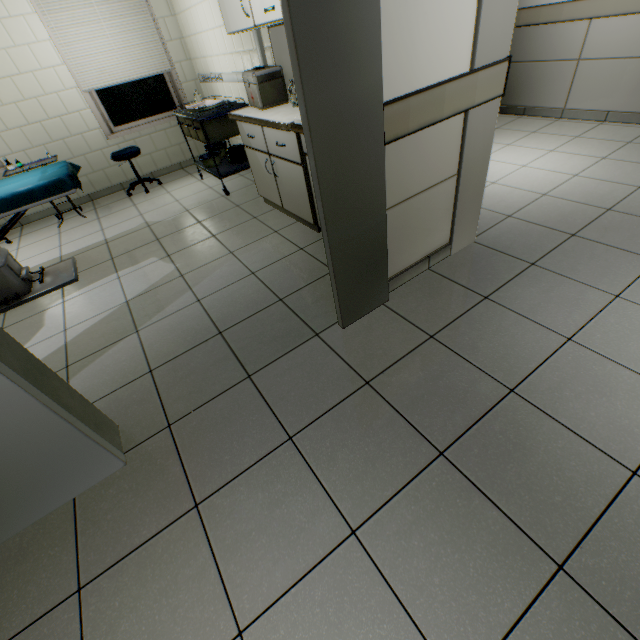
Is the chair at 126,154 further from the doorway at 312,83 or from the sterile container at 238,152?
the doorway at 312,83

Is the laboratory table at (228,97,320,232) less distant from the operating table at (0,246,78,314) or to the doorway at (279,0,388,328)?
the doorway at (279,0,388,328)

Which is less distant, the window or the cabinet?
the cabinet

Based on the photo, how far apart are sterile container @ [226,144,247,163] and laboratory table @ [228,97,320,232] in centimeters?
79cm

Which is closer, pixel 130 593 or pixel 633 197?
pixel 130 593

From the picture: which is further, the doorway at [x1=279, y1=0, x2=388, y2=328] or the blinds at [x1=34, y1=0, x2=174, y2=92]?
the blinds at [x1=34, y1=0, x2=174, y2=92]

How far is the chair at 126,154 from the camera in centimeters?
454cm

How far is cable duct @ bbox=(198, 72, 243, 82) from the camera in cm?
385
